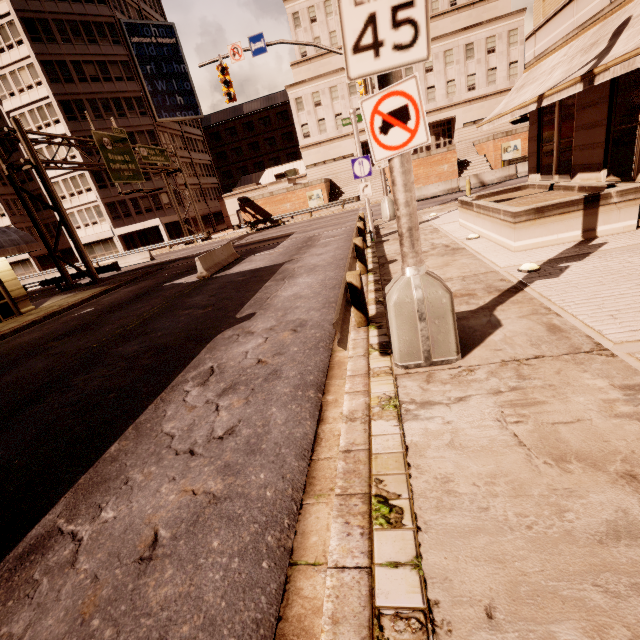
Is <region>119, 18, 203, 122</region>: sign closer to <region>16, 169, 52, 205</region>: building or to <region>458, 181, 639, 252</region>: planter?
<region>16, 169, 52, 205</region>: building

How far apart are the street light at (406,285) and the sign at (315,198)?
34.3m

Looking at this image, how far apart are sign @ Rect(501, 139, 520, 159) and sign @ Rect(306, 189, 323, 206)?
18.66m

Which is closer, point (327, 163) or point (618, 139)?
point (618, 139)

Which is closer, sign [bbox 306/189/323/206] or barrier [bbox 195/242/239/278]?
barrier [bbox 195/242/239/278]

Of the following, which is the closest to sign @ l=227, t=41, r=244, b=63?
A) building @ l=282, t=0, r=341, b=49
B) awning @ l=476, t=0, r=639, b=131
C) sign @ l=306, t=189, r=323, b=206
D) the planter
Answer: awning @ l=476, t=0, r=639, b=131

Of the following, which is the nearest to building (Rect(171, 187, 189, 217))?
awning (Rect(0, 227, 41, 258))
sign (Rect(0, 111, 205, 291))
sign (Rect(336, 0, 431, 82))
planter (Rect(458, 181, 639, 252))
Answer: sign (Rect(0, 111, 205, 291))

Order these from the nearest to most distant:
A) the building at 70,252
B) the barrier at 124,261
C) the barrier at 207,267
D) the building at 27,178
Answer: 1. the barrier at 207,267
2. the barrier at 124,261
3. the building at 27,178
4. the building at 70,252
